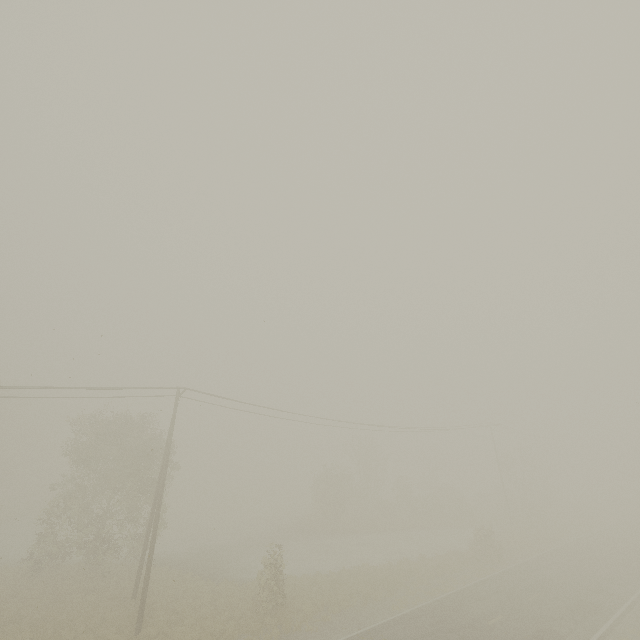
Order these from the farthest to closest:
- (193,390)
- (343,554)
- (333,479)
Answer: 1. (333,479)
2. (343,554)
3. (193,390)
